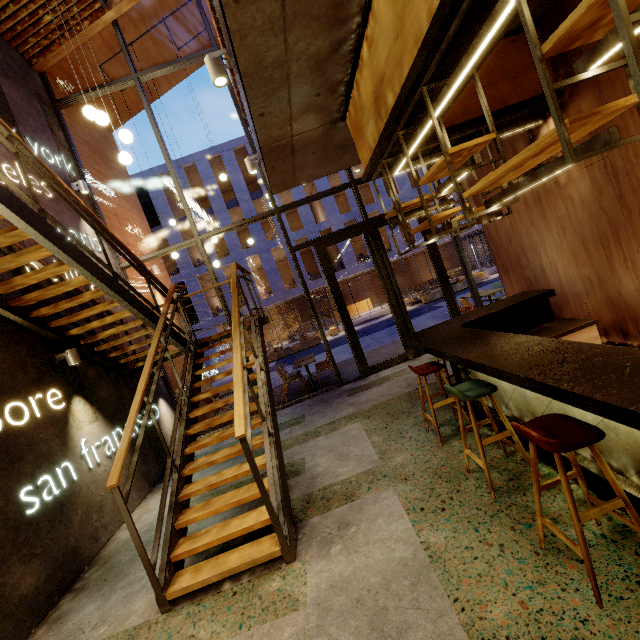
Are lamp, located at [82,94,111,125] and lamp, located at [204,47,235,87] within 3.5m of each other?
yes

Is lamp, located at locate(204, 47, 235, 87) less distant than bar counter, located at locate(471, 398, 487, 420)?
Yes

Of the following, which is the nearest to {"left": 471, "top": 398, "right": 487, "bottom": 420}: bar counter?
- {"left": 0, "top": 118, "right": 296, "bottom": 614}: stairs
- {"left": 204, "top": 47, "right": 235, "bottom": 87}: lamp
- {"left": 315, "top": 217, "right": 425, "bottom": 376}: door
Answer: {"left": 0, "top": 118, "right": 296, "bottom": 614}: stairs

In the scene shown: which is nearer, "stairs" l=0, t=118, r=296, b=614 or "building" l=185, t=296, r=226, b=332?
"stairs" l=0, t=118, r=296, b=614

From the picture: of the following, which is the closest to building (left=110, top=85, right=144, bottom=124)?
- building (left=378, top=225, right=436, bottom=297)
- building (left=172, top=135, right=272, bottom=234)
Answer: building (left=172, top=135, right=272, bottom=234)

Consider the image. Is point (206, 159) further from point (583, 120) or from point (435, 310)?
point (583, 120)

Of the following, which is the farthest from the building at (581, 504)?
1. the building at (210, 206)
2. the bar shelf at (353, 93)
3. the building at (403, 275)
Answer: the building at (403, 275)

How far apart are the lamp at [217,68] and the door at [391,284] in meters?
4.7 m
